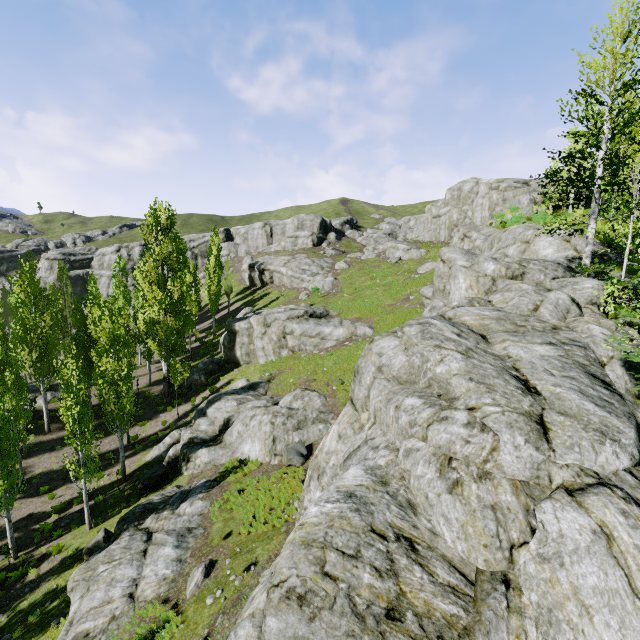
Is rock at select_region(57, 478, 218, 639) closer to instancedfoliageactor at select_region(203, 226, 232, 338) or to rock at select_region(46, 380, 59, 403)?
instancedfoliageactor at select_region(203, 226, 232, 338)

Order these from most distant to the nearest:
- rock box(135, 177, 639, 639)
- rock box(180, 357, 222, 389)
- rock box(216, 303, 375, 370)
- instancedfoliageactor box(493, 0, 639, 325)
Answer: rock box(180, 357, 222, 389) → rock box(216, 303, 375, 370) → instancedfoliageactor box(493, 0, 639, 325) → rock box(135, 177, 639, 639)

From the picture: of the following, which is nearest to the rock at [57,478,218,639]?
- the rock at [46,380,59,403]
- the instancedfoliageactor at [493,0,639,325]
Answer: the instancedfoliageactor at [493,0,639,325]

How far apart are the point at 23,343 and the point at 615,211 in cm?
4969

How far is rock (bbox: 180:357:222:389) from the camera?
31.4 meters

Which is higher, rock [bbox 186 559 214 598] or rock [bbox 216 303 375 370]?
rock [bbox 216 303 375 370]

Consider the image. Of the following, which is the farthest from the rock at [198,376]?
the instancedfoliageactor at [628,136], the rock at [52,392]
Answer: the rock at [52,392]

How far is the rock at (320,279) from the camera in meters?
44.8 m
